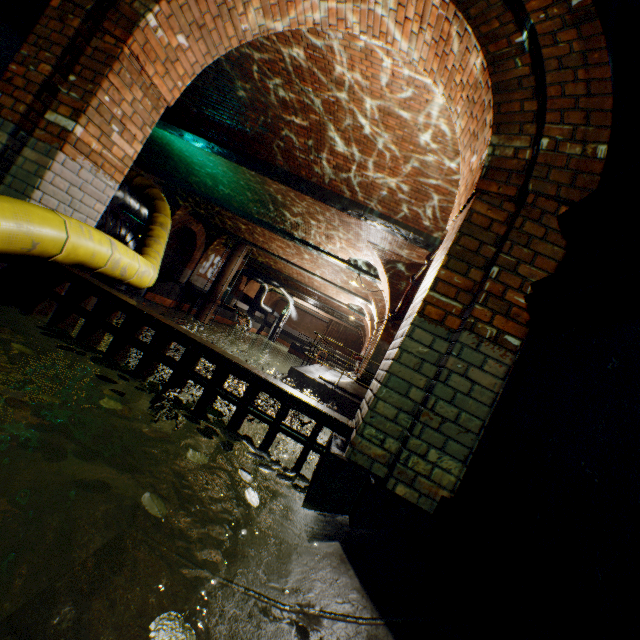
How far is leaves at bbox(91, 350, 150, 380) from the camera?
2.48m

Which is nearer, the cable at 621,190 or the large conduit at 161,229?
the cable at 621,190

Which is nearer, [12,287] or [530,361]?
[530,361]

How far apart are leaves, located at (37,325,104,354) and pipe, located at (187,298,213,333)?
18.39m

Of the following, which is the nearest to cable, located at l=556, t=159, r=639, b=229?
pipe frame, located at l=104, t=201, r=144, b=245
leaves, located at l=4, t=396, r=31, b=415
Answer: leaves, located at l=4, t=396, r=31, b=415

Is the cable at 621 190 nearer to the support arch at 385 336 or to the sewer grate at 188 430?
the sewer grate at 188 430

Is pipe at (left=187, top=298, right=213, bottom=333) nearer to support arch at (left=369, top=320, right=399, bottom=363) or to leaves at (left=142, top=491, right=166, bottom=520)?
support arch at (left=369, top=320, right=399, bottom=363)

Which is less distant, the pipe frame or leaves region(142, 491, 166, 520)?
leaves region(142, 491, 166, 520)
